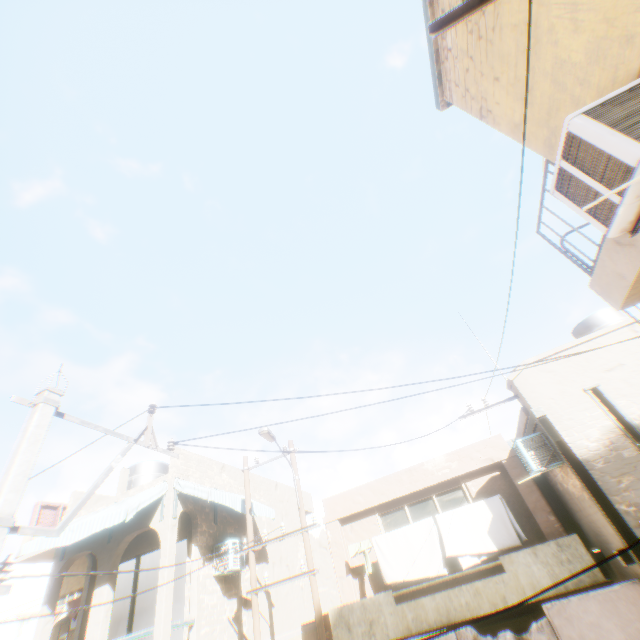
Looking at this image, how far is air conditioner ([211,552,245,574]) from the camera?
10.3m

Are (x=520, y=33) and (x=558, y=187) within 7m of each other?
yes

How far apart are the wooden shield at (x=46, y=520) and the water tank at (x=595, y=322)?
23.82m

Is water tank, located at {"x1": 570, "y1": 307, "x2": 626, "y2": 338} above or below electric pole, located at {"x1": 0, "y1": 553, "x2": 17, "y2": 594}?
above

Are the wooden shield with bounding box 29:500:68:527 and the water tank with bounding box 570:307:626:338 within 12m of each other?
no

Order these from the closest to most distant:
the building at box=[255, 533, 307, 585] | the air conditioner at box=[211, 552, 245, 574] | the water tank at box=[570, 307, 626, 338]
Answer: the air conditioner at box=[211, 552, 245, 574]
the water tank at box=[570, 307, 626, 338]
the building at box=[255, 533, 307, 585]

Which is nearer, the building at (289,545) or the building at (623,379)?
the building at (623,379)

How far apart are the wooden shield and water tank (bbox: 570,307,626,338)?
23.8 meters
